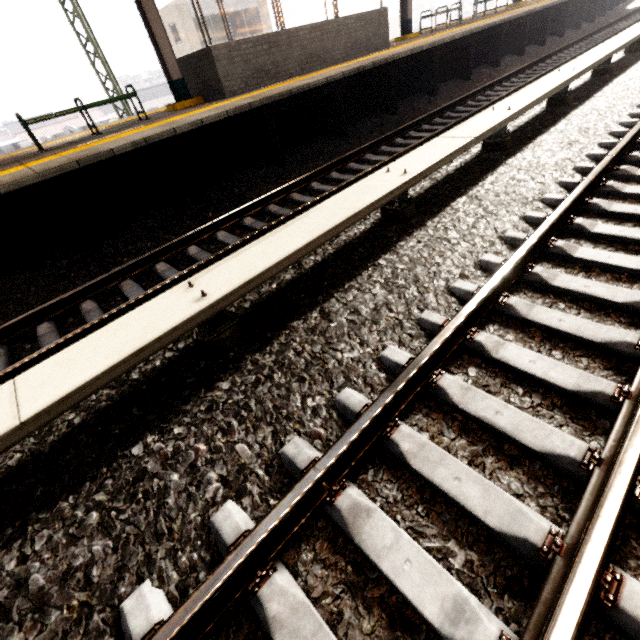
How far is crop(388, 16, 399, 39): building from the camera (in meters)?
55.79

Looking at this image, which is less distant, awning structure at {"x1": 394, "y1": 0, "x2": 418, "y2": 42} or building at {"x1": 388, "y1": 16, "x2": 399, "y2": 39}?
awning structure at {"x1": 394, "y1": 0, "x2": 418, "y2": 42}

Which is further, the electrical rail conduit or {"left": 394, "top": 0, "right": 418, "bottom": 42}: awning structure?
{"left": 394, "top": 0, "right": 418, "bottom": 42}: awning structure

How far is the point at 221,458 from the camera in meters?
2.0 m

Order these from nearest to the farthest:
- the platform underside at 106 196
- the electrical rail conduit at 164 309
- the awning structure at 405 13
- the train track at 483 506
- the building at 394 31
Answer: the train track at 483 506, the electrical rail conduit at 164 309, the platform underside at 106 196, the awning structure at 405 13, the building at 394 31

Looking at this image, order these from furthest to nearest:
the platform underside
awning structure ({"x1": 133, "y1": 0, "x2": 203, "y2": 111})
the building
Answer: the building < awning structure ({"x1": 133, "y1": 0, "x2": 203, "y2": 111}) < the platform underside

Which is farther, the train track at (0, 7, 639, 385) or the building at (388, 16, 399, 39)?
the building at (388, 16, 399, 39)

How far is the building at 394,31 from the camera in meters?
55.8
